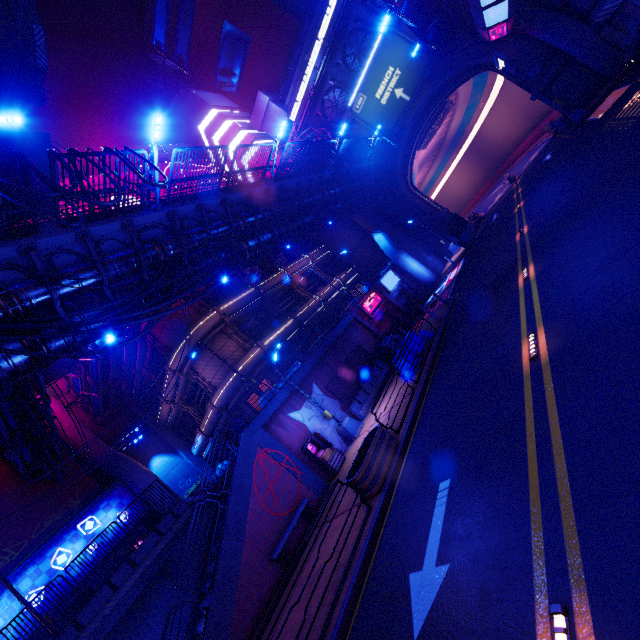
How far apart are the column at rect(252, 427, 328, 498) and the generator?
9.4m

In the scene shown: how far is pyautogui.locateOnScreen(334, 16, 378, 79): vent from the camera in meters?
32.5

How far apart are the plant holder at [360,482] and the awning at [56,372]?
22.38m

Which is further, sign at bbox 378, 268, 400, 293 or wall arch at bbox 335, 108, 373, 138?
wall arch at bbox 335, 108, 373, 138

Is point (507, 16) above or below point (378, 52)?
below

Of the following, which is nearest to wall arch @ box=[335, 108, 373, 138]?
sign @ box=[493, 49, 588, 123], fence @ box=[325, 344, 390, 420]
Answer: sign @ box=[493, 49, 588, 123]

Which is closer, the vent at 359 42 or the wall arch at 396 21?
the wall arch at 396 21

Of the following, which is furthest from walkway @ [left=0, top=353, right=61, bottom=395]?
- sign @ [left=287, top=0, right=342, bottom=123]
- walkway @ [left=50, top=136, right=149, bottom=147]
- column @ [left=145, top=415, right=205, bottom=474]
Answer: column @ [left=145, top=415, right=205, bottom=474]
